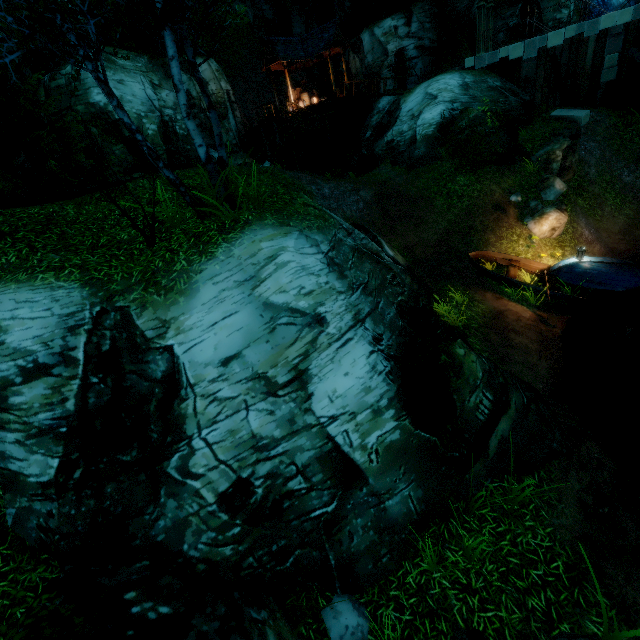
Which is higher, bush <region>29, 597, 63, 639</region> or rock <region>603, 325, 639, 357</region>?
bush <region>29, 597, 63, 639</region>

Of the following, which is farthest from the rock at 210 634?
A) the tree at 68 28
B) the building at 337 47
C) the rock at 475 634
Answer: the building at 337 47

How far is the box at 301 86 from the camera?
24.7m

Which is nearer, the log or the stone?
the log

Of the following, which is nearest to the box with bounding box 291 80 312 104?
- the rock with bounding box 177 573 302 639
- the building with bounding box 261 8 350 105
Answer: the building with bounding box 261 8 350 105

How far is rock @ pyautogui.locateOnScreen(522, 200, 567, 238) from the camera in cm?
1247

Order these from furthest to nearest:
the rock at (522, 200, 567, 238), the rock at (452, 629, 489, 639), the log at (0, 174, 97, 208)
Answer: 1. the rock at (522, 200, 567, 238)
2. the log at (0, 174, 97, 208)
3. the rock at (452, 629, 489, 639)

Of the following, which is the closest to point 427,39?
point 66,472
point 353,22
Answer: point 353,22
